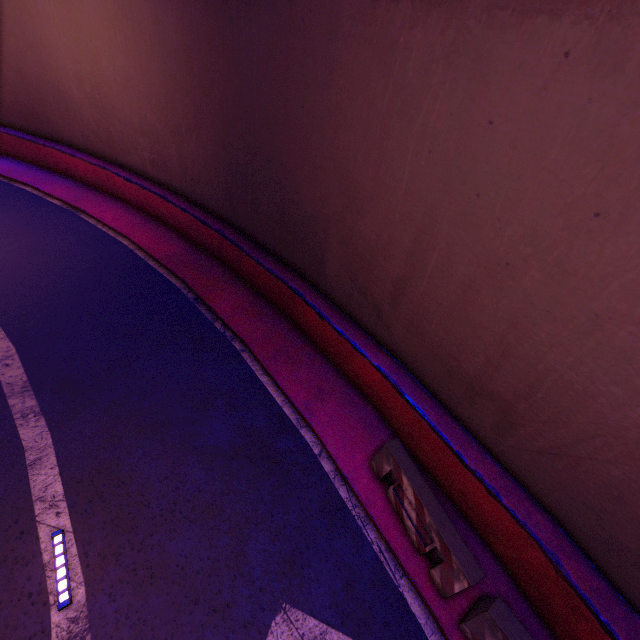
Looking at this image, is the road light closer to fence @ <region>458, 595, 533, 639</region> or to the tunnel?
the tunnel

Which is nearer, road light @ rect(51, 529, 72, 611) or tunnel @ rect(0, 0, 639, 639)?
tunnel @ rect(0, 0, 639, 639)

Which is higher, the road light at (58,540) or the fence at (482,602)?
the fence at (482,602)

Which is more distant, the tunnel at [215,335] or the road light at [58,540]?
the road light at [58,540]

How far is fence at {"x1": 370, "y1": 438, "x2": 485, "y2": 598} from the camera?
5.2m

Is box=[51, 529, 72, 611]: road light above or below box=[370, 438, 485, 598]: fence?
below

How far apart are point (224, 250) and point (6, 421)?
7.35m

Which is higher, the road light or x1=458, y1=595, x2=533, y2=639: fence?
x1=458, y1=595, x2=533, y2=639: fence
